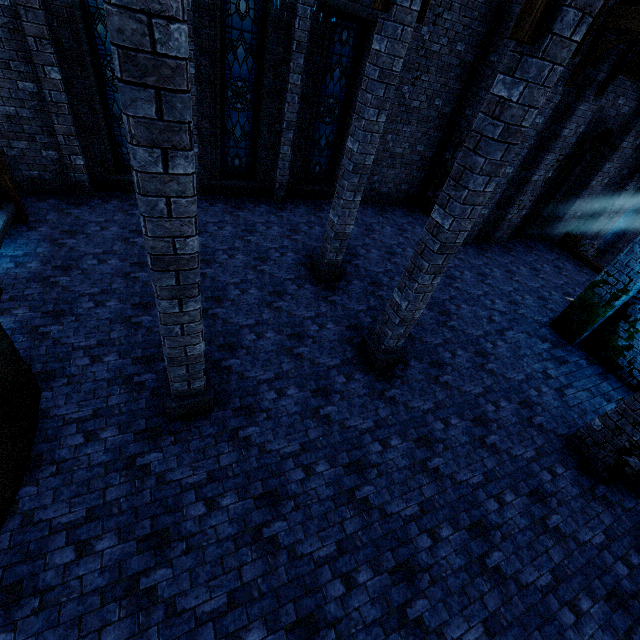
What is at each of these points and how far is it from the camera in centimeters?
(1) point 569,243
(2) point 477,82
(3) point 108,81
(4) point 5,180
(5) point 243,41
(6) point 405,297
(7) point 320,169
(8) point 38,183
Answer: (1) stairs, 1417cm
(2) building, 1118cm
(3) window glass, 826cm
(4) wooden post, 721cm
(5) window glass, 872cm
(6) pillar, 577cm
(7) window glass, 1216cm
(8) building, 883cm

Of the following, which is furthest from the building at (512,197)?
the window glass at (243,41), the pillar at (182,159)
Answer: the window glass at (243,41)

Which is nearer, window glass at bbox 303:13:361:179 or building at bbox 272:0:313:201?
building at bbox 272:0:313:201

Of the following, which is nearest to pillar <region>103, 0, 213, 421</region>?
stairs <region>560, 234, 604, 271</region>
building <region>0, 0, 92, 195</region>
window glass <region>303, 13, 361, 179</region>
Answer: building <region>0, 0, 92, 195</region>

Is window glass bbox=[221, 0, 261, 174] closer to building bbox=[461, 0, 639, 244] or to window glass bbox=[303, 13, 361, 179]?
building bbox=[461, 0, 639, 244]

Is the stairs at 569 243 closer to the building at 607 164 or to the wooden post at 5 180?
the building at 607 164

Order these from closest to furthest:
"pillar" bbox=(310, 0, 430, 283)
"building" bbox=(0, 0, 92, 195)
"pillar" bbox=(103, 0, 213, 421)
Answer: "pillar" bbox=(103, 0, 213, 421)
"pillar" bbox=(310, 0, 430, 283)
"building" bbox=(0, 0, 92, 195)

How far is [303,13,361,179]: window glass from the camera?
9.4m
